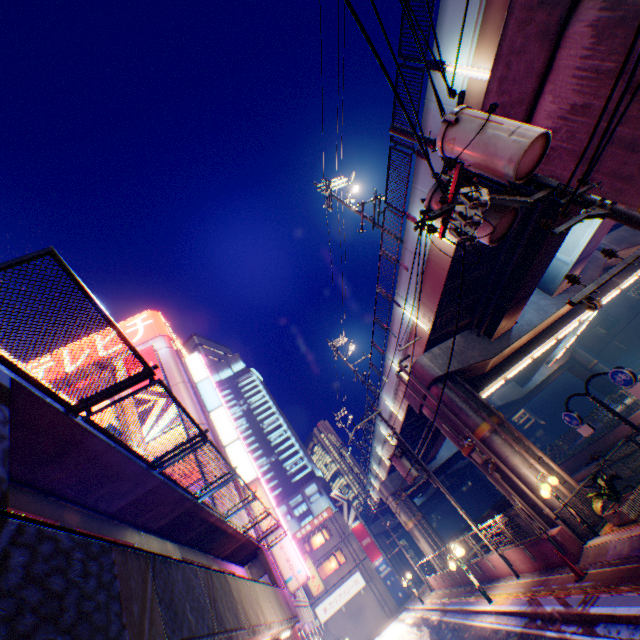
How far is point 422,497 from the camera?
54.9m

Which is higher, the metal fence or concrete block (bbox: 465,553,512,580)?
the metal fence

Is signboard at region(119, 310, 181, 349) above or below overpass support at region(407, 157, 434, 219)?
above

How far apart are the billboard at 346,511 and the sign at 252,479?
24.28m

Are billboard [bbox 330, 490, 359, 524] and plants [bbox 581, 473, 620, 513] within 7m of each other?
no

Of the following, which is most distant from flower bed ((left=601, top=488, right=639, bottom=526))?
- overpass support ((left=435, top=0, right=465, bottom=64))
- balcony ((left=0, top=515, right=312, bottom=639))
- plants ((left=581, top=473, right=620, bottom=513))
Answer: balcony ((left=0, top=515, right=312, bottom=639))

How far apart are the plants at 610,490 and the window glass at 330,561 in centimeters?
3672cm

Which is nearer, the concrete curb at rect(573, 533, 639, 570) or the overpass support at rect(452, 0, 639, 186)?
the overpass support at rect(452, 0, 639, 186)
